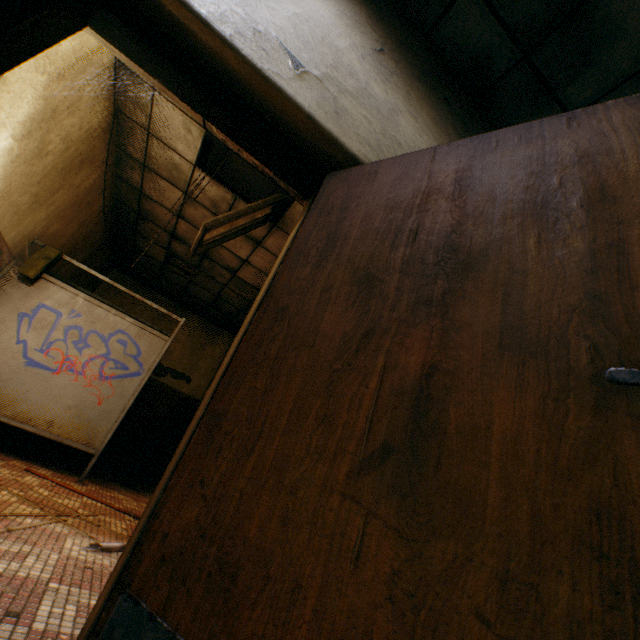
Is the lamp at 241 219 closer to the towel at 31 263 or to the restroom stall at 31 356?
the restroom stall at 31 356

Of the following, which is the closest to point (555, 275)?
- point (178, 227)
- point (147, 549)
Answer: point (147, 549)

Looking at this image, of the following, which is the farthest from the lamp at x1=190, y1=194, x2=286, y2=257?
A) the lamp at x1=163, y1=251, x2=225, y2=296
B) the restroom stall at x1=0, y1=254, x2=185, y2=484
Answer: the lamp at x1=163, y1=251, x2=225, y2=296

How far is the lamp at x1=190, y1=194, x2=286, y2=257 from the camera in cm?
367

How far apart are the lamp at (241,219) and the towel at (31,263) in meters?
1.8 m

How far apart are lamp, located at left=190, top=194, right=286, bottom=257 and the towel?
1.84m

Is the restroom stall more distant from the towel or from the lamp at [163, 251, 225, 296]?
the lamp at [163, 251, 225, 296]

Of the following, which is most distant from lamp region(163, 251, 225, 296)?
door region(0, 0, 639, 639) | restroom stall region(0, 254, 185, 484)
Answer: door region(0, 0, 639, 639)
